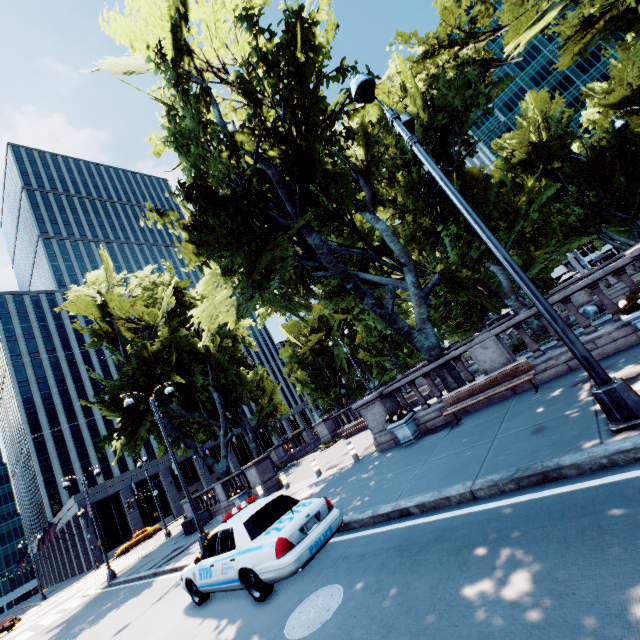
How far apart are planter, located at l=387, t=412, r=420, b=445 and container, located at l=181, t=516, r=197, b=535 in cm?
1714

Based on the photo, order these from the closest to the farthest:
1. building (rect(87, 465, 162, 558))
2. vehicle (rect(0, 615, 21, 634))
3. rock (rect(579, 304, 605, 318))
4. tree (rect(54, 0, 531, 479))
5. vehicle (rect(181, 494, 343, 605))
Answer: vehicle (rect(181, 494, 343, 605))
tree (rect(54, 0, 531, 479))
rock (rect(579, 304, 605, 318))
vehicle (rect(0, 615, 21, 634))
building (rect(87, 465, 162, 558))

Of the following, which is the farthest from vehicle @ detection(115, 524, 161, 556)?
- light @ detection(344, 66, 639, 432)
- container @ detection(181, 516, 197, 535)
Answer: light @ detection(344, 66, 639, 432)

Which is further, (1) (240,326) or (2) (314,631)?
(1) (240,326)

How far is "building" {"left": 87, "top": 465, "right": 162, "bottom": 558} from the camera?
45.8m

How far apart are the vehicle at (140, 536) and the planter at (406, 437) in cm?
4459

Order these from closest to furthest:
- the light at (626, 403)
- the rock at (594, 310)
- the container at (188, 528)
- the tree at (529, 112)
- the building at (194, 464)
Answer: the light at (626, 403)
the rock at (594, 310)
the tree at (529, 112)
the container at (188, 528)
the building at (194, 464)

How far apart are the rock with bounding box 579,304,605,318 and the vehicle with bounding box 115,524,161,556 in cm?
5069
